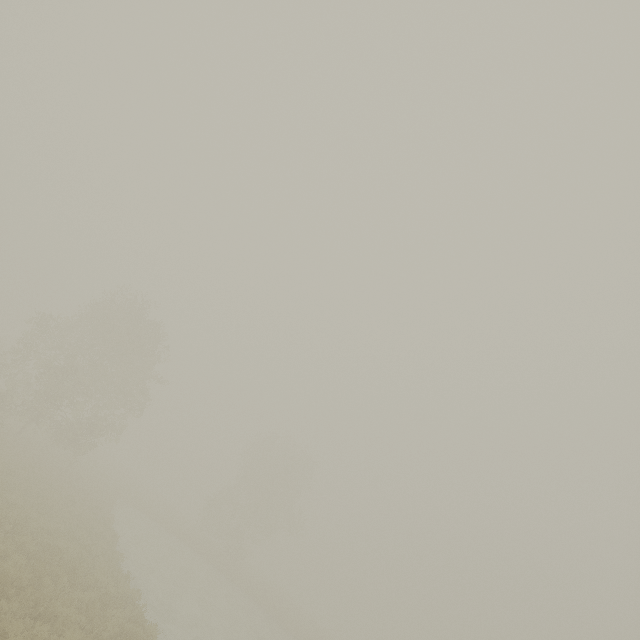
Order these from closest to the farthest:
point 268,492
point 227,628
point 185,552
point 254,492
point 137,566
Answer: point 137,566, point 227,628, point 185,552, point 254,492, point 268,492
